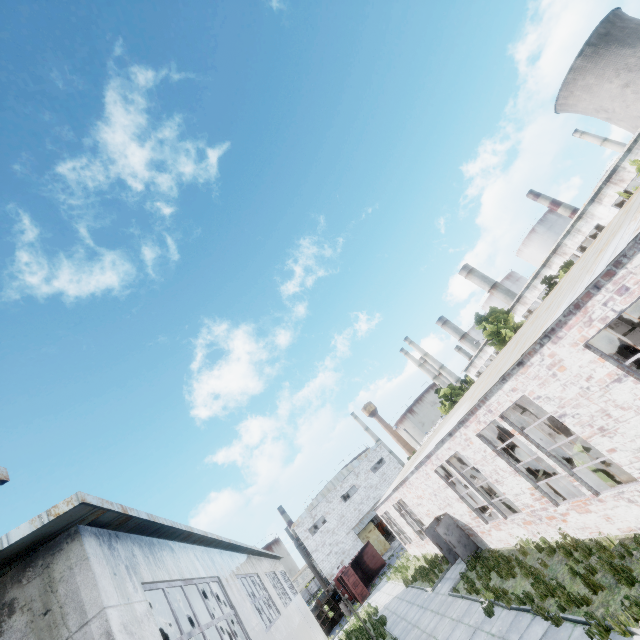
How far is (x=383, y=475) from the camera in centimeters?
5116cm

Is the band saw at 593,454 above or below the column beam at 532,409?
below

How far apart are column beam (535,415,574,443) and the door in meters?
40.4 m

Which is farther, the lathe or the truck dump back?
the truck dump back

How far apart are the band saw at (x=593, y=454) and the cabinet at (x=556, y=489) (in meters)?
1.37

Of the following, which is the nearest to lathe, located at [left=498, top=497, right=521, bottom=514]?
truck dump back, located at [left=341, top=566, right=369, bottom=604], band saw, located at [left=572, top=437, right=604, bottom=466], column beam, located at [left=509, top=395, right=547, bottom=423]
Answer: column beam, located at [left=509, top=395, right=547, bottom=423]

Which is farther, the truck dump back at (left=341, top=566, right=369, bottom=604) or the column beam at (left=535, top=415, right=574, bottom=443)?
the truck dump back at (left=341, top=566, right=369, bottom=604)

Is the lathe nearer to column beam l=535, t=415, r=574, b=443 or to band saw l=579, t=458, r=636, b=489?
column beam l=535, t=415, r=574, b=443
